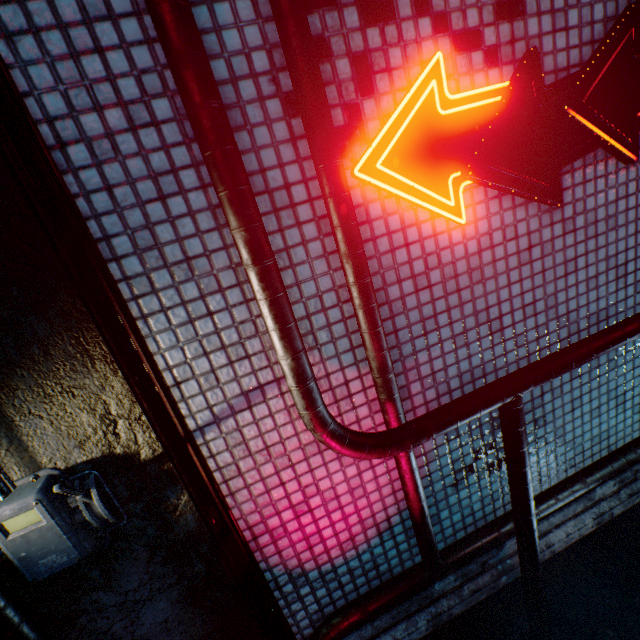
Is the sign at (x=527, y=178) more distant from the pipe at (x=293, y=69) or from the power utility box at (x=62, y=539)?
the power utility box at (x=62, y=539)

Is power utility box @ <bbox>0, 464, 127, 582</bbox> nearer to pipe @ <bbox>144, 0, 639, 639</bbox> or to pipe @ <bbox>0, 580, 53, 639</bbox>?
pipe @ <bbox>0, 580, 53, 639</bbox>

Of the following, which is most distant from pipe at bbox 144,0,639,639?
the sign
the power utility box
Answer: the power utility box

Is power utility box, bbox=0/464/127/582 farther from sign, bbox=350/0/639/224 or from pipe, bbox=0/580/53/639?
sign, bbox=350/0/639/224

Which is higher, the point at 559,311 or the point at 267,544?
the point at 559,311

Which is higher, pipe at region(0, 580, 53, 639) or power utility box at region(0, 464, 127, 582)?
power utility box at region(0, 464, 127, 582)

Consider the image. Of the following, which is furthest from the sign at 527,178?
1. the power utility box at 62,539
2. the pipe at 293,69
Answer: the power utility box at 62,539
